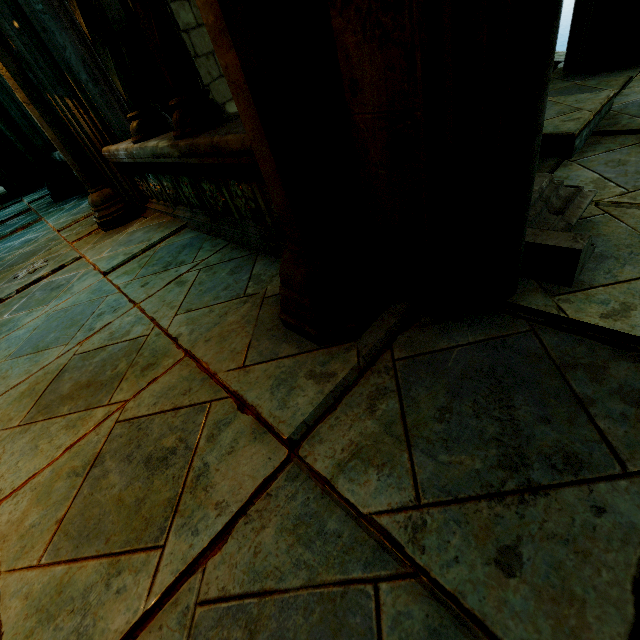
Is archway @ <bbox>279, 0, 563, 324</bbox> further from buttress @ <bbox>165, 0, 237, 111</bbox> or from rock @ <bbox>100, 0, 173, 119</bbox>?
buttress @ <bbox>165, 0, 237, 111</bbox>

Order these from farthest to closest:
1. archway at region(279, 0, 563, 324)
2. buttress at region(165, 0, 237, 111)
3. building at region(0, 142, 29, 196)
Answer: building at region(0, 142, 29, 196) < buttress at region(165, 0, 237, 111) < archway at region(279, 0, 563, 324)

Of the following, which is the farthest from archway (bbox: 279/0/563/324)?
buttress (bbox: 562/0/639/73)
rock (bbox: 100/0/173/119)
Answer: buttress (bbox: 562/0/639/73)

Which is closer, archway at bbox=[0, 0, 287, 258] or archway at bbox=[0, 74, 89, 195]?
archway at bbox=[0, 0, 287, 258]

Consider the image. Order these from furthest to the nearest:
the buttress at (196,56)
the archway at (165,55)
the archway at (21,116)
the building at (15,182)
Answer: the building at (15,182)
the buttress at (196,56)
the archway at (21,116)
the archway at (165,55)

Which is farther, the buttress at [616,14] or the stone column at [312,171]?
the buttress at [616,14]

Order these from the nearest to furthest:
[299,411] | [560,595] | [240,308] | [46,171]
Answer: [560,595] → [299,411] → [240,308] → [46,171]

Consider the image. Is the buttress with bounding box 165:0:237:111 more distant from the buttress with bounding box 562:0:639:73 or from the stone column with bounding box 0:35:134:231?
the buttress with bounding box 562:0:639:73
